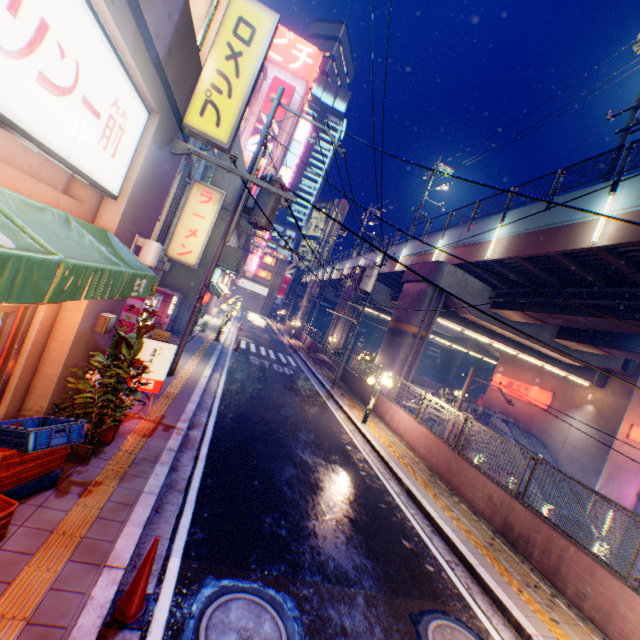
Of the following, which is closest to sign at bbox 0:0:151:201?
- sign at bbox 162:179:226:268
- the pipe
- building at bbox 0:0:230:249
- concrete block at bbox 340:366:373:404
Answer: building at bbox 0:0:230:249

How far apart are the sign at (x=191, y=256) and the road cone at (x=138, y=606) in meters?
11.4

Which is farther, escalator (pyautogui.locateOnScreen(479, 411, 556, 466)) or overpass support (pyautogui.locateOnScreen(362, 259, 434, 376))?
escalator (pyautogui.locateOnScreen(479, 411, 556, 466))

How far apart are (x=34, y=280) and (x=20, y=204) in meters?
1.1 m

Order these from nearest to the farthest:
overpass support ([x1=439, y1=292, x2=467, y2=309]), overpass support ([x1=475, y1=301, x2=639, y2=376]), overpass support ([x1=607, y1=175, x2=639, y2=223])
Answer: overpass support ([x1=607, y1=175, x2=639, y2=223]), overpass support ([x1=475, y1=301, x2=639, y2=376]), overpass support ([x1=439, y1=292, x2=467, y2=309])

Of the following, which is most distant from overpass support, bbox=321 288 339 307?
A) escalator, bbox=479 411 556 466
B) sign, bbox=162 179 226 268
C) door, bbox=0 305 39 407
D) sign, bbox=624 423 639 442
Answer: door, bbox=0 305 39 407

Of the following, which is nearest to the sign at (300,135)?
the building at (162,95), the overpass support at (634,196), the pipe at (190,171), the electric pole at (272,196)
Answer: the overpass support at (634,196)

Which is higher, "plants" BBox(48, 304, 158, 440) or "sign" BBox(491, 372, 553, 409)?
"sign" BBox(491, 372, 553, 409)
